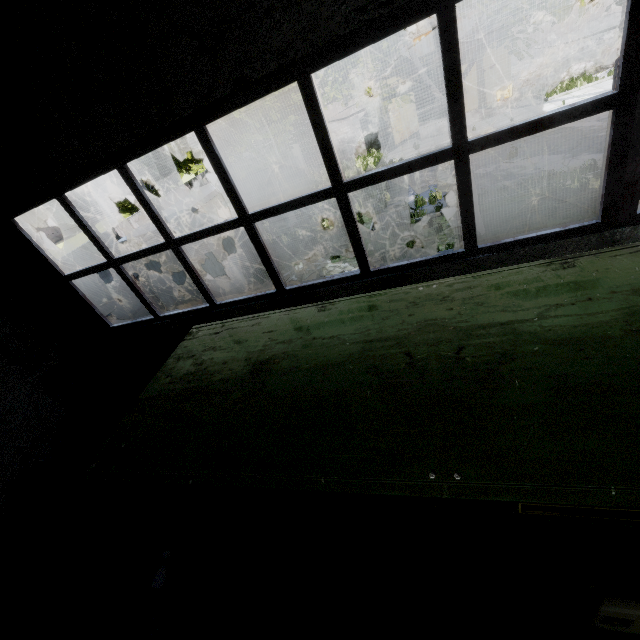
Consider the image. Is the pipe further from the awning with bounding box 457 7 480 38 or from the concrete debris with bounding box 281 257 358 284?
the awning with bounding box 457 7 480 38

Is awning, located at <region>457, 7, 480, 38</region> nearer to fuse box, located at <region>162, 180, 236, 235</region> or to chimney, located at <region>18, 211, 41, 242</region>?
fuse box, located at <region>162, 180, 236, 235</region>

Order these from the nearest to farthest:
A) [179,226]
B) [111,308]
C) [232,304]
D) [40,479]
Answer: [232,304] < [40,479] < [179,226] < [111,308]

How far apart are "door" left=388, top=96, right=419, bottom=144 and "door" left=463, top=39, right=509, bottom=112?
2.7m

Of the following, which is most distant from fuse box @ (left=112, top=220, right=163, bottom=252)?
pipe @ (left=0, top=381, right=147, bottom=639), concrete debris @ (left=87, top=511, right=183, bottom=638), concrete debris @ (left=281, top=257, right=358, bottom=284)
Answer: concrete debris @ (left=87, top=511, right=183, bottom=638)

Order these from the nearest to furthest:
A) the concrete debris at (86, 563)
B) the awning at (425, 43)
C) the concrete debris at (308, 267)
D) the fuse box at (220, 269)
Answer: the concrete debris at (86, 563)
the concrete debris at (308, 267)
the fuse box at (220, 269)
the awning at (425, 43)

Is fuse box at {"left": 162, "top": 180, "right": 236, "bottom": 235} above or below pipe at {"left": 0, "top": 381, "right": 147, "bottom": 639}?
above

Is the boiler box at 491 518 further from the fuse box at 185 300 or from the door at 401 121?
the door at 401 121
